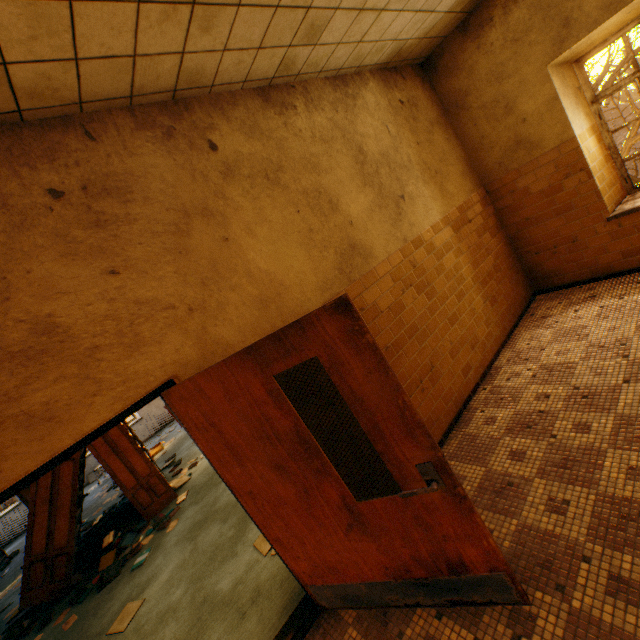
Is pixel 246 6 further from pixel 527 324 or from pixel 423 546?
pixel 527 324

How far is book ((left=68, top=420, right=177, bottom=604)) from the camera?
5.0m

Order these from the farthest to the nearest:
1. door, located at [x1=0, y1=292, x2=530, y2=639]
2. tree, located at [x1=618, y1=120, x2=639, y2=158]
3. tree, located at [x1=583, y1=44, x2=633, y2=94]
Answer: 1. tree, located at [x1=583, y1=44, x2=633, y2=94]
2. tree, located at [x1=618, y1=120, x2=639, y2=158]
3. door, located at [x1=0, y1=292, x2=530, y2=639]

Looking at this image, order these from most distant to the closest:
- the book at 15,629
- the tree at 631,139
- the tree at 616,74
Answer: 1. the tree at 616,74
2. the tree at 631,139
3. the book at 15,629

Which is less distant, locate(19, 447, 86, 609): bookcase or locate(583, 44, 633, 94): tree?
locate(19, 447, 86, 609): bookcase

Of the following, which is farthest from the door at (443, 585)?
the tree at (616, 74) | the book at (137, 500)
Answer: the tree at (616, 74)

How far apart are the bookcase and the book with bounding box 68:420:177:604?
0.02m

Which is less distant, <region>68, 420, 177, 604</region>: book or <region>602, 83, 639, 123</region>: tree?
<region>68, 420, 177, 604</region>: book
